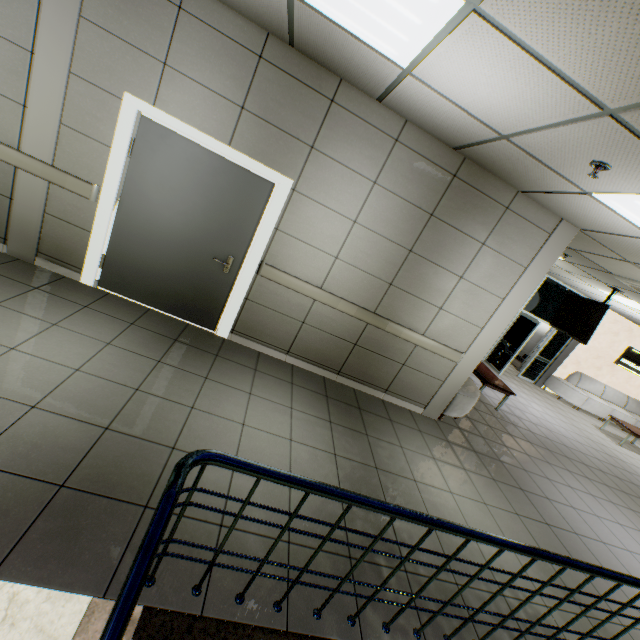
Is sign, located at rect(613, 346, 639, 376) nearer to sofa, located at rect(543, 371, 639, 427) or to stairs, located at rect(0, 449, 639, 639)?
sofa, located at rect(543, 371, 639, 427)

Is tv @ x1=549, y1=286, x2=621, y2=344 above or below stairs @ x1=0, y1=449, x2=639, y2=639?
above

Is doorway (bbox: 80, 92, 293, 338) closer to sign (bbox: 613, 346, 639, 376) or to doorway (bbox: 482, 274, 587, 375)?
doorway (bbox: 482, 274, 587, 375)

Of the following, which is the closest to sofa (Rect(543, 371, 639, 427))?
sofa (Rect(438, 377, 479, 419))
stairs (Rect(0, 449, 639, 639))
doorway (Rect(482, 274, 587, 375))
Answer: doorway (Rect(482, 274, 587, 375))

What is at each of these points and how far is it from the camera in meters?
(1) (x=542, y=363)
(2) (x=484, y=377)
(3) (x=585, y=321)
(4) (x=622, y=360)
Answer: (1) doorway, 11.1 m
(2) table, 6.7 m
(3) tv, 6.5 m
(4) sign, 11.0 m

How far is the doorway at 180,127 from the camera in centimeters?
334cm

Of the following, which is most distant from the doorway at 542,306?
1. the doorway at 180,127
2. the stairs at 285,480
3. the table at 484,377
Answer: the doorway at 180,127

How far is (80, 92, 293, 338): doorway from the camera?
3.3m
